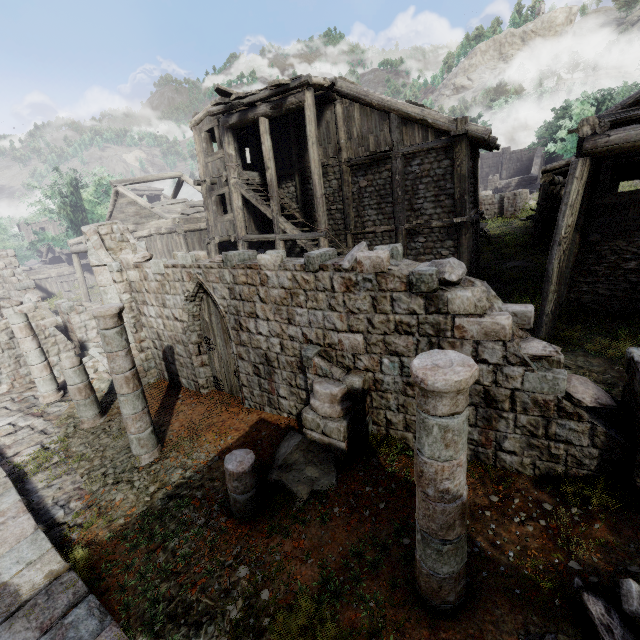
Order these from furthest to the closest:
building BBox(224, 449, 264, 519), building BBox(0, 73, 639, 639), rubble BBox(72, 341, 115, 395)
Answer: rubble BBox(72, 341, 115, 395) → building BBox(224, 449, 264, 519) → building BBox(0, 73, 639, 639)

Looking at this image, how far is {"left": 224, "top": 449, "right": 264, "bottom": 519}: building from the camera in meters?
5.6

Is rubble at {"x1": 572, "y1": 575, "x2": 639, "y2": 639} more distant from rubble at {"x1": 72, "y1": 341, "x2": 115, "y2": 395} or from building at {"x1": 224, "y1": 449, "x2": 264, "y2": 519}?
rubble at {"x1": 72, "y1": 341, "x2": 115, "y2": 395}

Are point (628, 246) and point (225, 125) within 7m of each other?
no

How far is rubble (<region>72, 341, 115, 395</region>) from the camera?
12.0 meters

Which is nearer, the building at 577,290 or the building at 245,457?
the building at 577,290

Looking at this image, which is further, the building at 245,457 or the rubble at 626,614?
the building at 245,457

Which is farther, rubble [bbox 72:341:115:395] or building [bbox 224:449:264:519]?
rubble [bbox 72:341:115:395]
